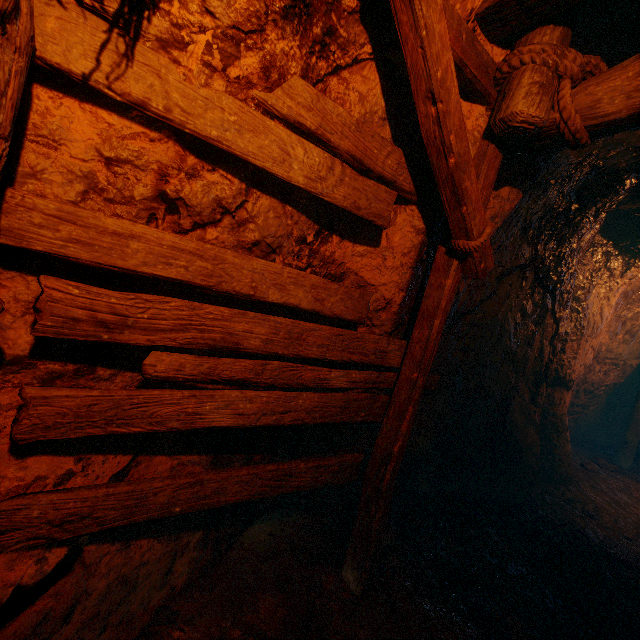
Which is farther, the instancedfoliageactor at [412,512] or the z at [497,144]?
the instancedfoliageactor at [412,512]

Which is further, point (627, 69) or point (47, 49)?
point (627, 69)

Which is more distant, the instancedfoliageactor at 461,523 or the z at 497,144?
the instancedfoliageactor at 461,523

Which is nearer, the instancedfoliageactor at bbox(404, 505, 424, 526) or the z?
the z

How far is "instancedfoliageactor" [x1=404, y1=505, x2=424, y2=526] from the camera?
3.6m

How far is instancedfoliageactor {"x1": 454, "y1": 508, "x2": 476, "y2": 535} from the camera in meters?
3.7 m

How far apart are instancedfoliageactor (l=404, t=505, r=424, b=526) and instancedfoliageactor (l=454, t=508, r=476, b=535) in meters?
0.4 m

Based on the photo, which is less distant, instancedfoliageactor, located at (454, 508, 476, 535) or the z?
the z
